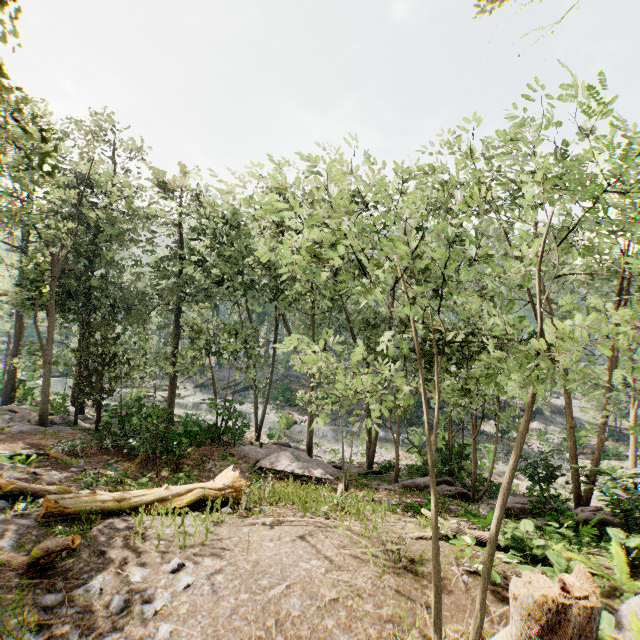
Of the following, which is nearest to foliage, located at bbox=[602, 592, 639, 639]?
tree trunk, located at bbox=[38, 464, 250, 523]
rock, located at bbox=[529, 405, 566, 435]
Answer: rock, located at bbox=[529, 405, 566, 435]

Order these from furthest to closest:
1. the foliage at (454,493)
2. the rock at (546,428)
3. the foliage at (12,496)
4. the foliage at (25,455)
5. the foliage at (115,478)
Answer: the rock at (546,428) < the foliage at (25,455) < the foliage at (115,478) < the foliage at (12,496) < the foliage at (454,493)

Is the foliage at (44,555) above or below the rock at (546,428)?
above

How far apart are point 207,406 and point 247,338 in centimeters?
2082cm

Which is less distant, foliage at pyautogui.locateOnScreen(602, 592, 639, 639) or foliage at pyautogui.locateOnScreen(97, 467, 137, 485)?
foliage at pyautogui.locateOnScreen(602, 592, 639, 639)

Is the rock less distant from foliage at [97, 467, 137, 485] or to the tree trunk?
foliage at [97, 467, 137, 485]

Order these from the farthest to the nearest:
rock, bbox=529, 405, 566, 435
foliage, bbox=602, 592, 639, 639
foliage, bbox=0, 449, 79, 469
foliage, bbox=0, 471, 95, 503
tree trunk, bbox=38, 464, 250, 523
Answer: rock, bbox=529, 405, 566, 435 → foliage, bbox=0, 449, 79, 469 → foliage, bbox=0, 471, 95, 503 → tree trunk, bbox=38, 464, 250, 523 → foliage, bbox=602, 592, 639, 639
